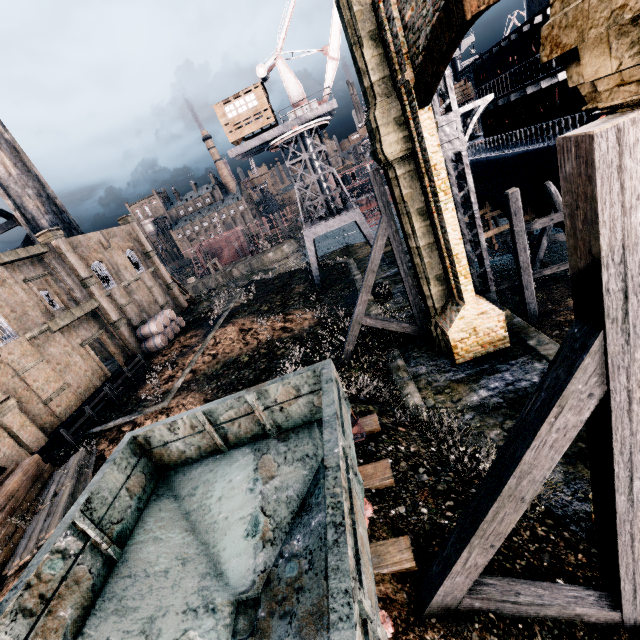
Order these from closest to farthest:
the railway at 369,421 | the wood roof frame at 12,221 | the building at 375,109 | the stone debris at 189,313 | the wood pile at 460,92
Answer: the building at 375,109 → the railway at 369,421 → the wood pile at 460,92 → the wood roof frame at 12,221 → the stone debris at 189,313

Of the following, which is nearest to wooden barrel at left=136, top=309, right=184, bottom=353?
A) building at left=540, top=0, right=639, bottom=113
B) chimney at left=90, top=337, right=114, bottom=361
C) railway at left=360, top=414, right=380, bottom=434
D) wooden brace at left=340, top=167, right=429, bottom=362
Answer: building at left=540, top=0, right=639, bottom=113

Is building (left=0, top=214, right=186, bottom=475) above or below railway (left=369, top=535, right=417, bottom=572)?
above

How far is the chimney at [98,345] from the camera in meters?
36.3 m

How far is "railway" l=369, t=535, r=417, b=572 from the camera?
6.5m

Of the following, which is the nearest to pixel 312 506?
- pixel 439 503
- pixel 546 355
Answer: pixel 439 503

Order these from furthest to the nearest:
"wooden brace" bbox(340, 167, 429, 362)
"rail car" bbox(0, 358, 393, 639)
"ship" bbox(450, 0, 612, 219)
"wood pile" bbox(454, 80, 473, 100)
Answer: "wood pile" bbox(454, 80, 473, 100) < "ship" bbox(450, 0, 612, 219) < "wooden brace" bbox(340, 167, 429, 362) < "rail car" bbox(0, 358, 393, 639)

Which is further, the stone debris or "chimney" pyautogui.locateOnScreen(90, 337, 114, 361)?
the stone debris
